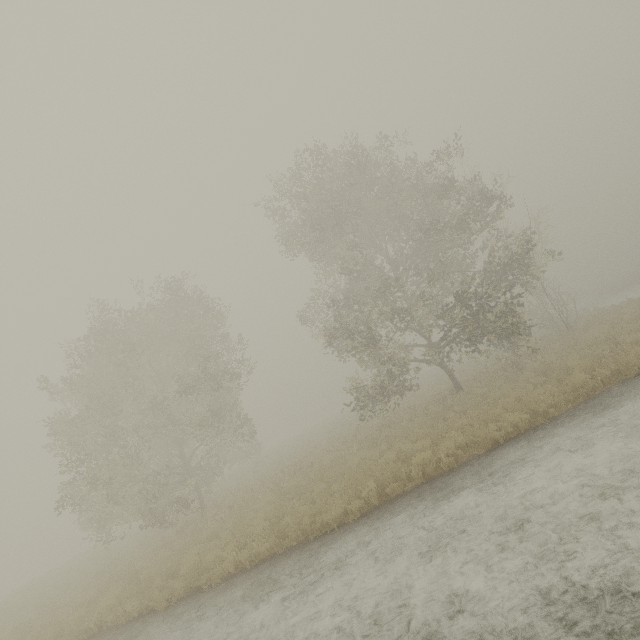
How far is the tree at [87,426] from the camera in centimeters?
1630cm

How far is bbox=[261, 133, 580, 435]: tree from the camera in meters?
15.9

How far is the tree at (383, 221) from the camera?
15.9 meters

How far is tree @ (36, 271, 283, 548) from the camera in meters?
16.3 m

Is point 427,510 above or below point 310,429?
below
